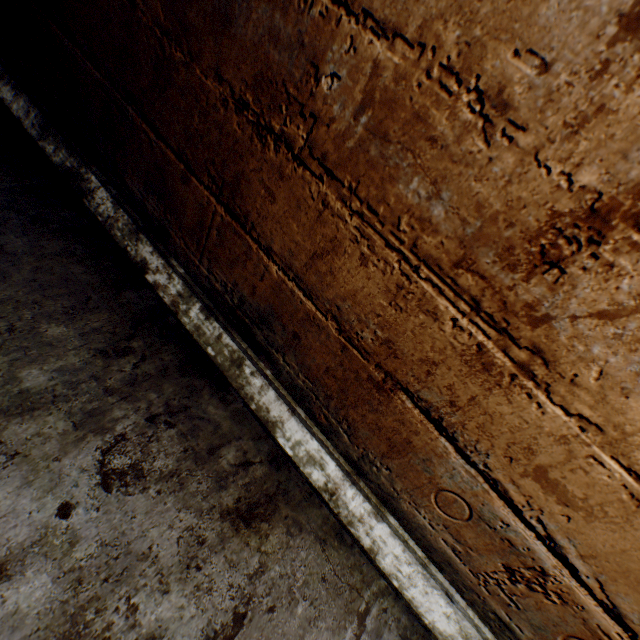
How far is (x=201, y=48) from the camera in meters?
1.0
